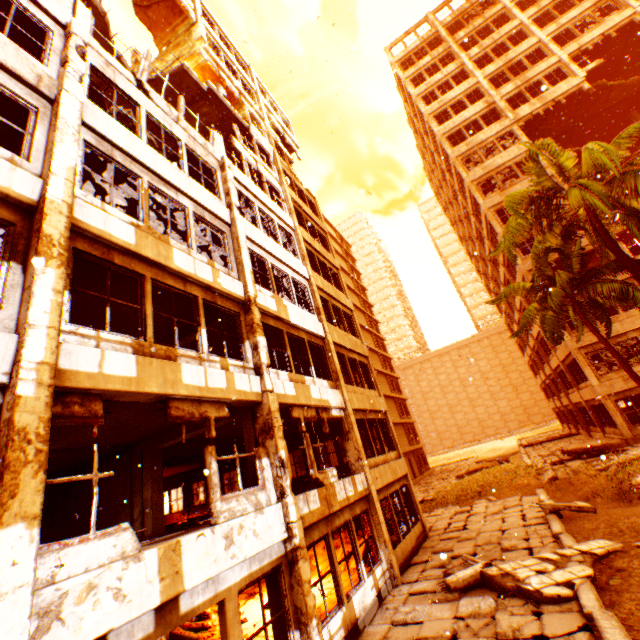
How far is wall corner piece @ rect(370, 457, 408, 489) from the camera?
12.0m

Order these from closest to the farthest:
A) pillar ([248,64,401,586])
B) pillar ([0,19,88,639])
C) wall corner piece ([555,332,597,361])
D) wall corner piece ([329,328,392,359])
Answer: pillar ([0,19,88,639]) → pillar ([248,64,401,586]) → wall corner piece ([329,328,392,359]) → wall corner piece ([555,332,597,361])

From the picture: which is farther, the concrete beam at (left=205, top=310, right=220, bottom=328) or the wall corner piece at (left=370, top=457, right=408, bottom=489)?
the wall corner piece at (left=370, top=457, right=408, bottom=489)

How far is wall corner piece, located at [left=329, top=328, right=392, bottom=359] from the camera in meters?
14.6

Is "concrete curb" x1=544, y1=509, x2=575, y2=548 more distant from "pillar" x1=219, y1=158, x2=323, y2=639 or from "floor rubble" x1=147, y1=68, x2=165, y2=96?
"floor rubble" x1=147, y1=68, x2=165, y2=96

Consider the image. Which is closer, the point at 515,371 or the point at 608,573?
the point at 608,573

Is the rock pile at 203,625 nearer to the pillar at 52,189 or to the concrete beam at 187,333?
the pillar at 52,189

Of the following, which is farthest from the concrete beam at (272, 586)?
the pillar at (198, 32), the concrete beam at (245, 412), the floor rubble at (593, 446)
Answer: the floor rubble at (593, 446)
